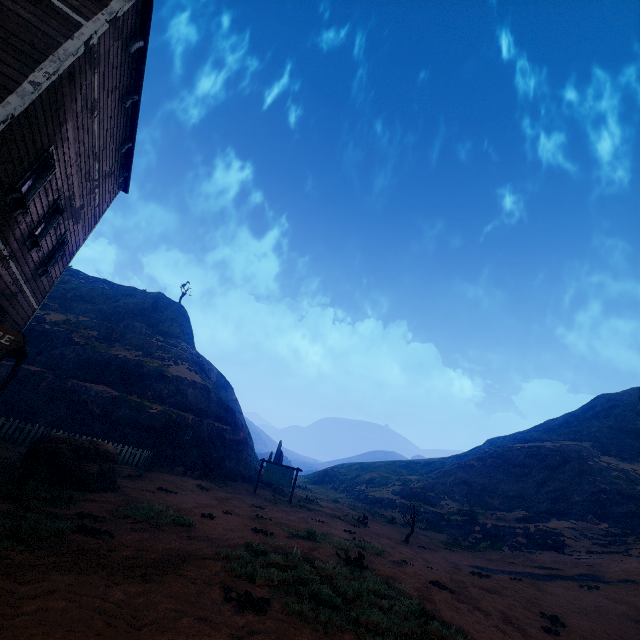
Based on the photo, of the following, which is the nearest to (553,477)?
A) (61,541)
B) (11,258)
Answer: (61,541)

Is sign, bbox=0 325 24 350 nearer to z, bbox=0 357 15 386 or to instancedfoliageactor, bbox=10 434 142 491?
z, bbox=0 357 15 386

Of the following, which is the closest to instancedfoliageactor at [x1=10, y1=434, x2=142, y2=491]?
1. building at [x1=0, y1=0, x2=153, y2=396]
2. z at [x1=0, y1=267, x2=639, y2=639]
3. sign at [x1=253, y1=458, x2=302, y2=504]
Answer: z at [x1=0, y1=267, x2=639, y2=639]

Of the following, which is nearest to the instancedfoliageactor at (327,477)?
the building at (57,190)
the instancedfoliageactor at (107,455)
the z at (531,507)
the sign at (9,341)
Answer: the z at (531,507)

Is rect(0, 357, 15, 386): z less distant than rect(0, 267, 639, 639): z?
No

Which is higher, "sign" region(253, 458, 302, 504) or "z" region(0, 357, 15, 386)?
"z" region(0, 357, 15, 386)

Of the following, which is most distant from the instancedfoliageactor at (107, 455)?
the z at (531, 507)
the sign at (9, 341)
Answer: the sign at (9, 341)

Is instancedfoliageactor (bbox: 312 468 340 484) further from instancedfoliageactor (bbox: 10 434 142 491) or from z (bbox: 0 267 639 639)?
instancedfoliageactor (bbox: 10 434 142 491)
